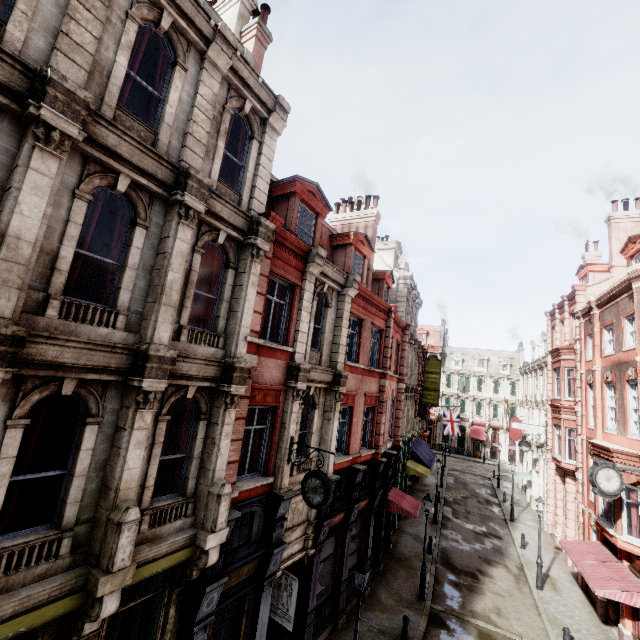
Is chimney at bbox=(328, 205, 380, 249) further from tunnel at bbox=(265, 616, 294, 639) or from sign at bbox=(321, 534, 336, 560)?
tunnel at bbox=(265, 616, 294, 639)

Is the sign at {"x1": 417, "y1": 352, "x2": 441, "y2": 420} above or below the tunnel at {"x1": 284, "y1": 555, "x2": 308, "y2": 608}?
above

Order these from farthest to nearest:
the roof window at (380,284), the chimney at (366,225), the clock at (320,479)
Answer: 1. the roof window at (380,284)
2. the chimney at (366,225)
3. the clock at (320,479)

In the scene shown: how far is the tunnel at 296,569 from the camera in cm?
1166

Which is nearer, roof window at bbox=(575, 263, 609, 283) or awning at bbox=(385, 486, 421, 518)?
awning at bbox=(385, 486, 421, 518)

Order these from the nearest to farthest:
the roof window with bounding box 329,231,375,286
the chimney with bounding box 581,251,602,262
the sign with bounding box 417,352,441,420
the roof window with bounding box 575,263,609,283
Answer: the roof window with bounding box 329,231,375,286 → the roof window with bounding box 575,263,609,283 → the chimney with bounding box 581,251,602,262 → the sign with bounding box 417,352,441,420

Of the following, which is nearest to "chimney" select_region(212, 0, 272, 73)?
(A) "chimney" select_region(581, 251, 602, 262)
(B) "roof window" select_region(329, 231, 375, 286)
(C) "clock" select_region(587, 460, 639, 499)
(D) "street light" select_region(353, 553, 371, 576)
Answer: (B) "roof window" select_region(329, 231, 375, 286)

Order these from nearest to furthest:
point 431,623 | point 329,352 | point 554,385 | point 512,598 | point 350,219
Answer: point 329,352 < point 431,623 < point 512,598 < point 350,219 < point 554,385
